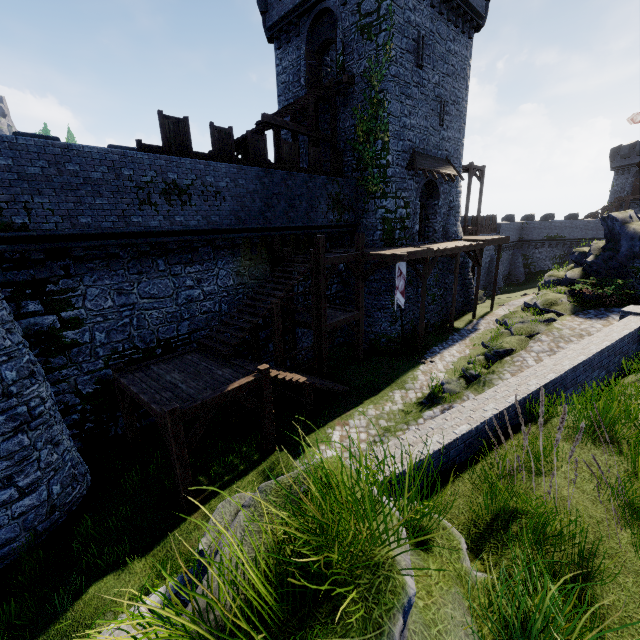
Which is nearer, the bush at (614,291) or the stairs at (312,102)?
the bush at (614,291)

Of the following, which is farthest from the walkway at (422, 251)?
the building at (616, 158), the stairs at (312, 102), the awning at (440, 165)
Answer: the building at (616, 158)

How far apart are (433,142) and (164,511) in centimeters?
2384cm

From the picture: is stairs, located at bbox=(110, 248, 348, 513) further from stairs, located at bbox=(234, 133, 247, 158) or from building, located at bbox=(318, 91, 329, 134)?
building, located at bbox=(318, 91, 329, 134)

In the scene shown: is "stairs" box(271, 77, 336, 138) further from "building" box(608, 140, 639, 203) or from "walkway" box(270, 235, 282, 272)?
"building" box(608, 140, 639, 203)

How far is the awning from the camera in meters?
19.2 m

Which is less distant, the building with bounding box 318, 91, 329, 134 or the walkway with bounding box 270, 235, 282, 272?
the walkway with bounding box 270, 235, 282, 272

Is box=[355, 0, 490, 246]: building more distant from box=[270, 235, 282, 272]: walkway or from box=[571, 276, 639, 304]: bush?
box=[571, 276, 639, 304]: bush
